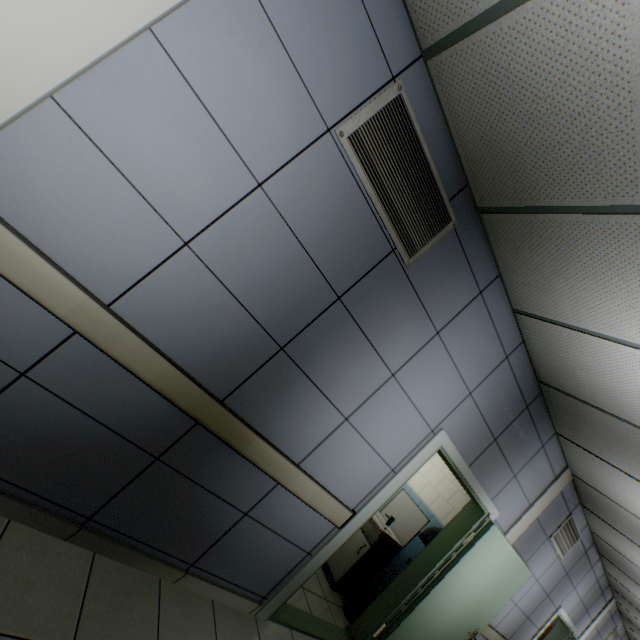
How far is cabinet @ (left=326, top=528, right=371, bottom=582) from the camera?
4.1 meters

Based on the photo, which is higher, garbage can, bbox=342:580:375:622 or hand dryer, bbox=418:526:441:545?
hand dryer, bbox=418:526:441:545

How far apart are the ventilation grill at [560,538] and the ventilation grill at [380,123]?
5.10m

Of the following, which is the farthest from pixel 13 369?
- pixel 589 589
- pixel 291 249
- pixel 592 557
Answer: pixel 589 589

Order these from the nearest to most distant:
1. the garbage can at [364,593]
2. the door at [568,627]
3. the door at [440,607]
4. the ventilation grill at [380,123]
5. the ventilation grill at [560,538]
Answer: the ventilation grill at [380,123] → the door at [440,607] → the garbage can at [364,593] → the ventilation grill at [560,538] → the door at [568,627]

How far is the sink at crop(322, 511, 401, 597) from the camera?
4.14m

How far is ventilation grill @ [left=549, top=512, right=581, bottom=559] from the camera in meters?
4.7 m

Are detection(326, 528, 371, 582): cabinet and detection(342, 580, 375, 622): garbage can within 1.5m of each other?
yes
